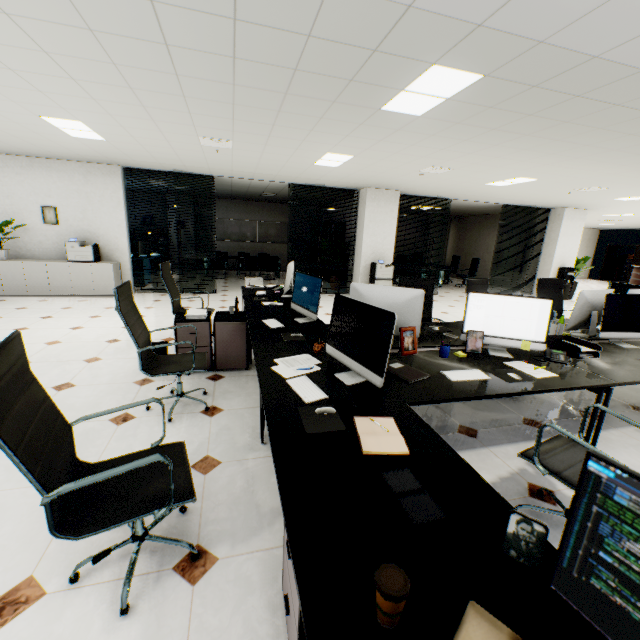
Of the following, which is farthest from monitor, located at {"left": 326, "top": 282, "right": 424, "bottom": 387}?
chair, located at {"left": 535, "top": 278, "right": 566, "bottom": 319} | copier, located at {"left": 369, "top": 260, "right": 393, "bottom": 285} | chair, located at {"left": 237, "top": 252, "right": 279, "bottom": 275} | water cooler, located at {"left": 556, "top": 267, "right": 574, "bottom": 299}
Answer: water cooler, located at {"left": 556, "top": 267, "right": 574, "bottom": 299}

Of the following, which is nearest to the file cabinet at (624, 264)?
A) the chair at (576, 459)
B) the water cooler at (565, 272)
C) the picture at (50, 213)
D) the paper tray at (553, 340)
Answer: the water cooler at (565, 272)

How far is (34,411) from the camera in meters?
1.3

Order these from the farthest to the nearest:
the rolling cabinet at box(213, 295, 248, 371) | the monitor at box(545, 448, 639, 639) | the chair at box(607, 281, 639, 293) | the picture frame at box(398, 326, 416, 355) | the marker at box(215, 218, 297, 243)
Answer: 1. the marker at box(215, 218, 297, 243)
2. the chair at box(607, 281, 639, 293)
3. the rolling cabinet at box(213, 295, 248, 371)
4. the picture frame at box(398, 326, 416, 355)
5. the monitor at box(545, 448, 639, 639)

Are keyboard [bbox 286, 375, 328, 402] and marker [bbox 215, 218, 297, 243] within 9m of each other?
no

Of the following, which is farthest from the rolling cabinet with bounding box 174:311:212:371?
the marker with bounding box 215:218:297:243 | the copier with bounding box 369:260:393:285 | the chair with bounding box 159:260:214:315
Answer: the marker with bounding box 215:218:297:243

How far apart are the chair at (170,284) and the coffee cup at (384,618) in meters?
4.3

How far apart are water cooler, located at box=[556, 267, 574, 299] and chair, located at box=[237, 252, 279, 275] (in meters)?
10.49
